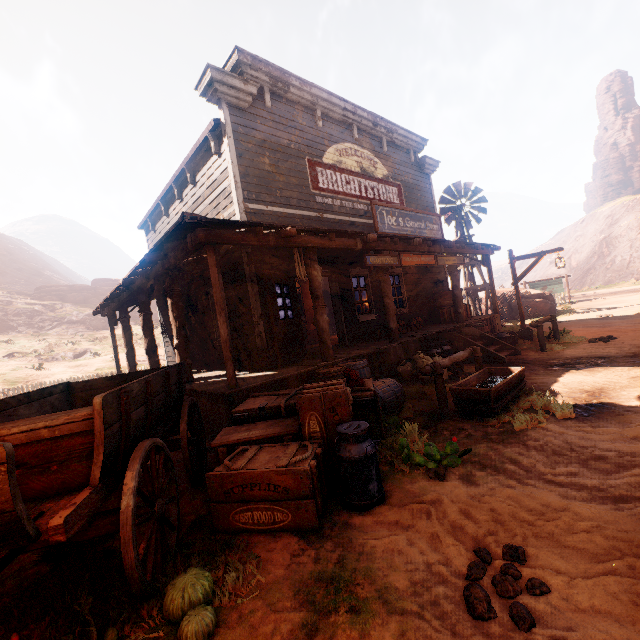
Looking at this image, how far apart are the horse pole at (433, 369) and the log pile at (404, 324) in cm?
399

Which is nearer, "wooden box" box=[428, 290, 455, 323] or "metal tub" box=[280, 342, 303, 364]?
"metal tub" box=[280, 342, 303, 364]

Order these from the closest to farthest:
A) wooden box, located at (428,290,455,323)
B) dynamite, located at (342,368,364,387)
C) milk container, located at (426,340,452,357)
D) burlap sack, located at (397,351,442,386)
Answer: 1. dynamite, located at (342,368,364,387)
2. burlap sack, located at (397,351,442,386)
3. milk container, located at (426,340,452,357)
4. wooden box, located at (428,290,455,323)

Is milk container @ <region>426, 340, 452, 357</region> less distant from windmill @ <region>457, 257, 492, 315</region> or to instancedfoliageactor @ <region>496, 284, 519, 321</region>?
windmill @ <region>457, 257, 492, 315</region>

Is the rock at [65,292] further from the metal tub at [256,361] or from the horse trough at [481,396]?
the horse trough at [481,396]

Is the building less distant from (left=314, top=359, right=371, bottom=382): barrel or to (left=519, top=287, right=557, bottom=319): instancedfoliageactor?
(left=314, top=359, right=371, bottom=382): barrel

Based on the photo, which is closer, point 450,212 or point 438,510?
point 438,510

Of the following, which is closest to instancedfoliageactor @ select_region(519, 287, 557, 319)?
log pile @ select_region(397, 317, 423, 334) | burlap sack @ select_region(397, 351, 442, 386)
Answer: log pile @ select_region(397, 317, 423, 334)
